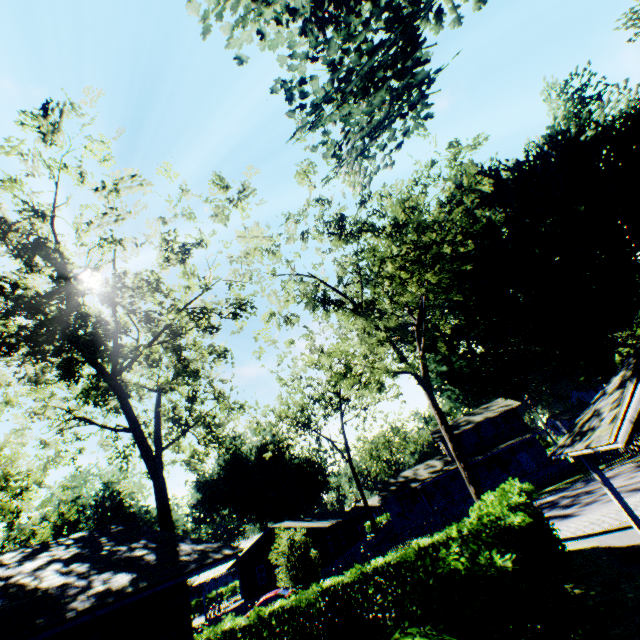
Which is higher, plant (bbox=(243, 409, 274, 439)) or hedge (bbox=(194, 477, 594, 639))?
plant (bbox=(243, 409, 274, 439))

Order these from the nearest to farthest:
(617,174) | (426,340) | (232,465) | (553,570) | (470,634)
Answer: (470,634) < (553,570) < (617,174) < (426,340) < (232,465)

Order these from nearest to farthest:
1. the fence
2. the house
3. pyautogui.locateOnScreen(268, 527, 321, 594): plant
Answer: pyautogui.locateOnScreen(268, 527, 321, 594): plant
the fence
the house

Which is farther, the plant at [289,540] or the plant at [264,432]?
the plant at [264,432]

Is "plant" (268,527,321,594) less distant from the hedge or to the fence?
the fence

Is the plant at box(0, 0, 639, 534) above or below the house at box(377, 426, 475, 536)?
above

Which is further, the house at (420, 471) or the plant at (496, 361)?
the house at (420, 471)

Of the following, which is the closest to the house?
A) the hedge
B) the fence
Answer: the fence
